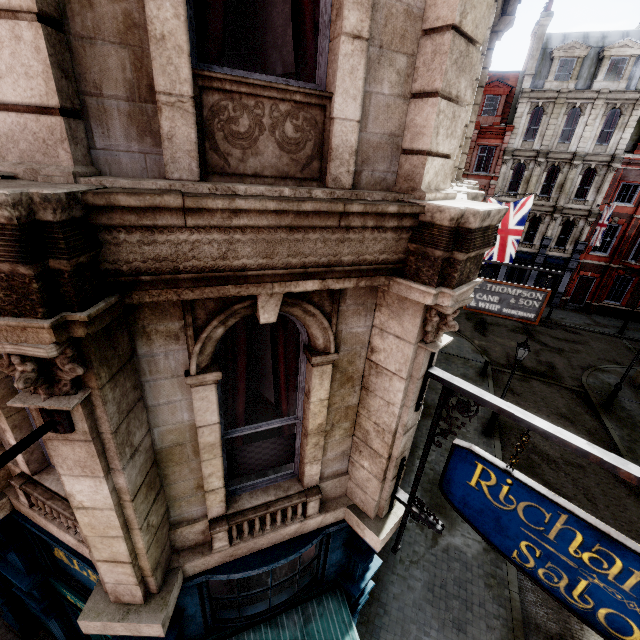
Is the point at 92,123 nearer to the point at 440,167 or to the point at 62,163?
the point at 62,163

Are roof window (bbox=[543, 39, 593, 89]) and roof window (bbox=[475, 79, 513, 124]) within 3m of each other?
yes

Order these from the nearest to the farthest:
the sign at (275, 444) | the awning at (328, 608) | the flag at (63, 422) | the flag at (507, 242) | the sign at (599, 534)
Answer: the flag at (63, 422), the sign at (599, 534), the sign at (275, 444), the awning at (328, 608), the flag at (507, 242)

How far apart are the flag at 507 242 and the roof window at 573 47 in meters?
18.3 m

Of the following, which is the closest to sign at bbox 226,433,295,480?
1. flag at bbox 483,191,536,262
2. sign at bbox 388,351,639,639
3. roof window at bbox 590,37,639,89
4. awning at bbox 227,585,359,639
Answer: sign at bbox 388,351,639,639

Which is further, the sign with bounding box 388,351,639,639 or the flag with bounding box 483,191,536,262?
the flag with bounding box 483,191,536,262

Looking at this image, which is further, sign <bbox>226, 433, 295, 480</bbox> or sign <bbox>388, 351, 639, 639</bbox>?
sign <bbox>226, 433, 295, 480</bbox>

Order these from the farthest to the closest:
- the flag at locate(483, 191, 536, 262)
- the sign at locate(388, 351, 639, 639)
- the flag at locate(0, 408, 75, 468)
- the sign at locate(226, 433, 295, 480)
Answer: the flag at locate(483, 191, 536, 262) < the sign at locate(226, 433, 295, 480) < the sign at locate(388, 351, 639, 639) < the flag at locate(0, 408, 75, 468)
